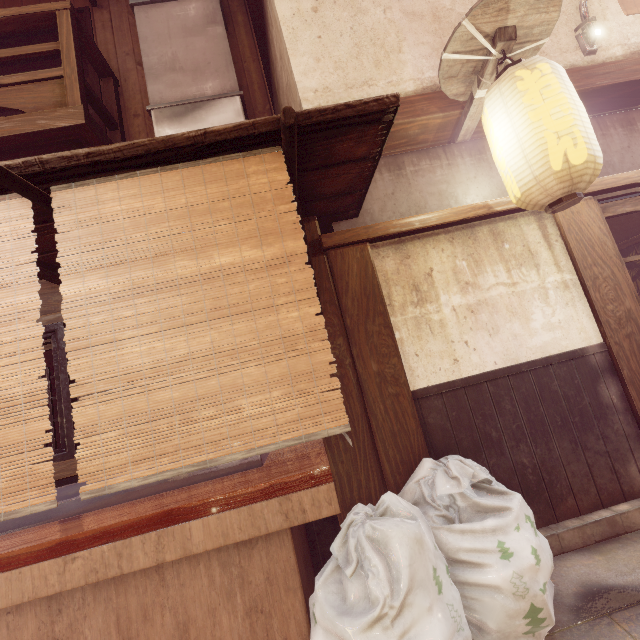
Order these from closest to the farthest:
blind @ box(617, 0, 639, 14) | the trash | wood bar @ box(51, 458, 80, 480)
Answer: the trash, wood bar @ box(51, 458, 80, 480), blind @ box(617, 0, 639, 14)

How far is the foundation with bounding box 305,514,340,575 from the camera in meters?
4.9 m

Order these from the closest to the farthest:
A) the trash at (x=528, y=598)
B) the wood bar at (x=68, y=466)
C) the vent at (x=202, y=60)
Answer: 1. the trash at (x=528, y=598)
2. the wood bar at (x=68, y=466)
3. the vent at (x=202, y=60)

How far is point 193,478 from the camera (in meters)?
3.52

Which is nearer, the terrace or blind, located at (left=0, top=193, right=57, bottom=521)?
blind, located at (left=0, top=193, right=57, bottom=521)

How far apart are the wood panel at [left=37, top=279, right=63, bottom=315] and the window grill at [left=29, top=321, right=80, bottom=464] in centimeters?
38cm

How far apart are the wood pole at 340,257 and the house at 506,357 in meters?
0.0 m

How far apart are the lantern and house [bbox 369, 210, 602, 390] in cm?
77
